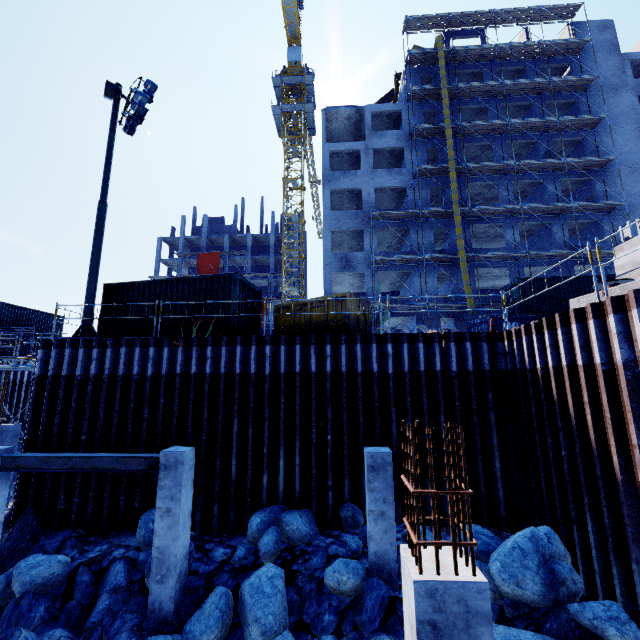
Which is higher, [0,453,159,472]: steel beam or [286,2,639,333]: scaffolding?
[286,2,639,333]: scaffolding

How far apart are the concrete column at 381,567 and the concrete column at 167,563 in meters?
4.3

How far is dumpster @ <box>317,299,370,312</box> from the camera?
11.7 meters

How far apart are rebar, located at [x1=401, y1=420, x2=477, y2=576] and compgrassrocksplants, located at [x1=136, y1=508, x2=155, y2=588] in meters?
7.6 m

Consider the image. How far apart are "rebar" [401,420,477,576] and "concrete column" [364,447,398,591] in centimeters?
440cm

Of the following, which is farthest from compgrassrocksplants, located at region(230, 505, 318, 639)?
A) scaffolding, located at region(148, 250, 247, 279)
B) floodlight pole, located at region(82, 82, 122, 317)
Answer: floodlight pole, located at region(82, 82, 122, 317)

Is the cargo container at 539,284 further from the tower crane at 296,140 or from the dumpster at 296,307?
the tower crane at 296,140

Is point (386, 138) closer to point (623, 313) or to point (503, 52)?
point (503, 52)
